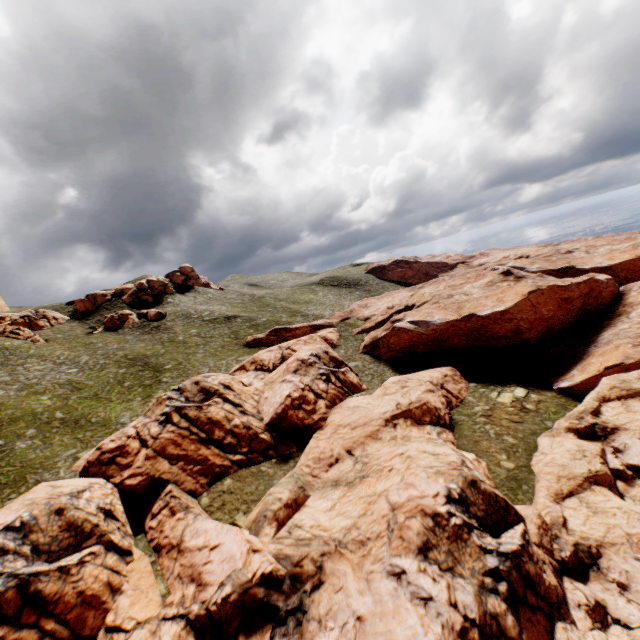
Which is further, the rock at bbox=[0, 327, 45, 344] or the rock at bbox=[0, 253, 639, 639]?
the rock at bbox=[0, 327, 45, 344]

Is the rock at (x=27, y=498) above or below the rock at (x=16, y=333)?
below

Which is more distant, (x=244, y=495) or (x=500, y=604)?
(x=244, y=495)

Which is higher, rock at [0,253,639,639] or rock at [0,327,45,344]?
rock at [0,327,45,344]

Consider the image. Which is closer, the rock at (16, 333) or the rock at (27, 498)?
the rock at (27, 498)
